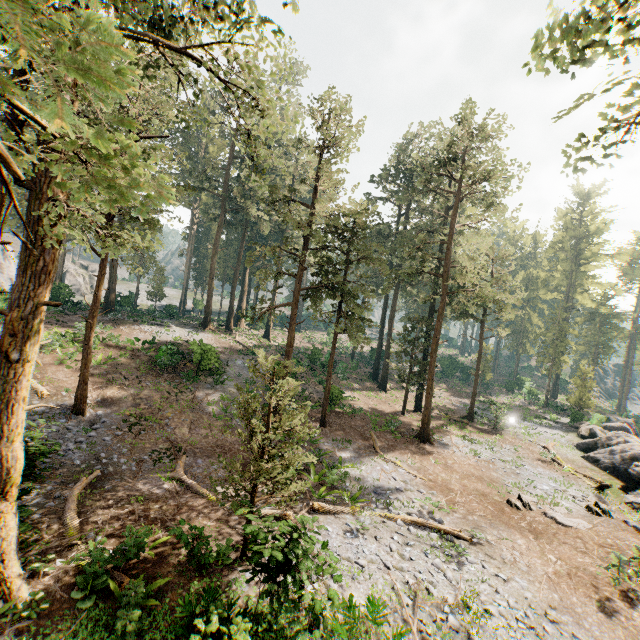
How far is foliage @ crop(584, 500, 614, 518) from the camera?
17.4m

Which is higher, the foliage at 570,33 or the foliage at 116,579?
the foliage at 570,33

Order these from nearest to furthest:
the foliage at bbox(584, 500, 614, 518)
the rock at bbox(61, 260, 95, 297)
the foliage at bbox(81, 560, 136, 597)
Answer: the foliage at bbox(81, 560, 136, 597) < the foliage at bbox(584, 500, 614, 518) < the rock at bbox(61, 260, 95, 297)

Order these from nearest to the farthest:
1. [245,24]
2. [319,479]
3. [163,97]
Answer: [163,97], [245,24], [319,479]

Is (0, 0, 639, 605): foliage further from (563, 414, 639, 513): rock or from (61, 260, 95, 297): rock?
(563, 414, 639, 513): rock

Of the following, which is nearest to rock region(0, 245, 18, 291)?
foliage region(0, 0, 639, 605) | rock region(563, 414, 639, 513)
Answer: foliage region(0, 0, 639, 605)

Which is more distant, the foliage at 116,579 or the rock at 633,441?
the rock at 633,441
